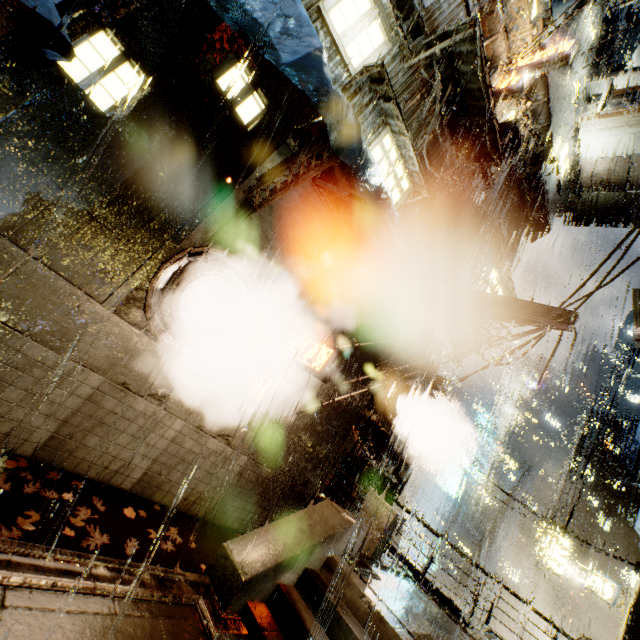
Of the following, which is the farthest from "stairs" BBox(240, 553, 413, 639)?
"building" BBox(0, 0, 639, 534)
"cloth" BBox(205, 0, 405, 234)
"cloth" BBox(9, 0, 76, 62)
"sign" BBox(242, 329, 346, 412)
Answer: "cloth" BBox(9, 0, 76, 62)

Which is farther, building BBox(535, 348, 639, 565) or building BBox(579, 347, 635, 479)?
building BBox(535, 348, 639, 565)

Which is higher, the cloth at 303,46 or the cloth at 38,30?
the cloth at 303,46

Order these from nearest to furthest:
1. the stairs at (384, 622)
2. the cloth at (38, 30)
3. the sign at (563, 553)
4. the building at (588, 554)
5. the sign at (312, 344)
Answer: the cloth at (38, 30) < the stairs at (384, 622) < the sign at (312, 344) < the building at (588, 554) < the sign at (563, 553)

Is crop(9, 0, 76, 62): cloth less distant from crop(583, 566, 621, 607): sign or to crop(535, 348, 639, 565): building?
crop(535, 348, 639, 565): building

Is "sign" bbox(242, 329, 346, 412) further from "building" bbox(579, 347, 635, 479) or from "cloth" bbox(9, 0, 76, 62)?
"cloth" bbox(9, 0, 76, 62)

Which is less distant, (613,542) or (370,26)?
(370,26)

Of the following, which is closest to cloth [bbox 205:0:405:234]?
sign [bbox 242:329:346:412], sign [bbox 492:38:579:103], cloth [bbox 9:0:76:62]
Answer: cloth [bbox 9:0:76:62]
